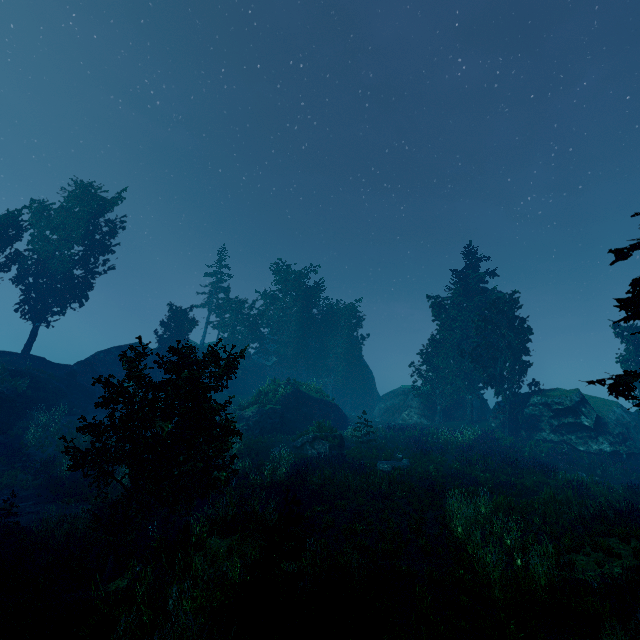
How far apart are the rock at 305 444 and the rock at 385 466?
3.5m

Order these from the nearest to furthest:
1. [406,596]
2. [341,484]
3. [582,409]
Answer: [406,596] → [341,484] → [582,409]

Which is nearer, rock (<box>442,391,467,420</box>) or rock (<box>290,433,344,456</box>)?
rock (<box>290,433,344,456</box>)

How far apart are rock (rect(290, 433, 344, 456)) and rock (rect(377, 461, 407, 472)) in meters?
3.5 m

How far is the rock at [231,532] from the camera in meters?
8.3

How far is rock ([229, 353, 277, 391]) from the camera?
42.53m

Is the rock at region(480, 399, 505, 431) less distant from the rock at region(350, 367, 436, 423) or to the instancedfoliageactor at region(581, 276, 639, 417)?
the instancedfoliageactor at region(581, 276, 639, 417)
